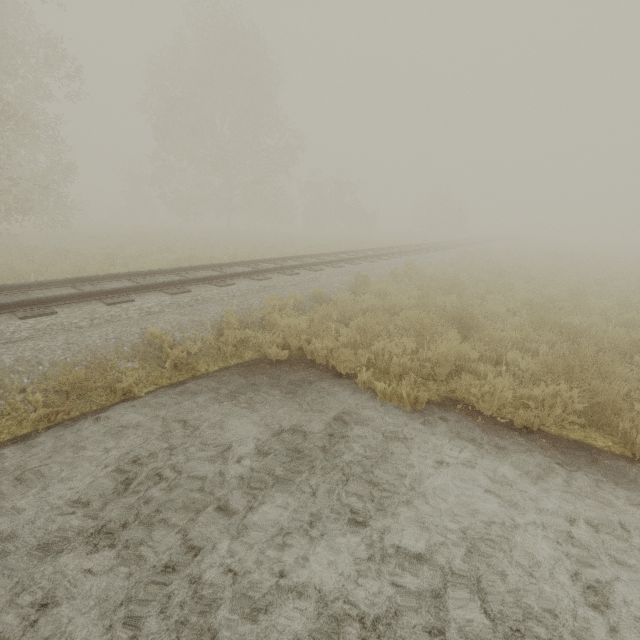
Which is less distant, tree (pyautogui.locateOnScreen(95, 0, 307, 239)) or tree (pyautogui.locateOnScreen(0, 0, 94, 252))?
tree (pyautogui.locateOnScreen(0, 0, 94, 252))

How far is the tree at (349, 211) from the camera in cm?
3744

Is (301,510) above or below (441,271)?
below

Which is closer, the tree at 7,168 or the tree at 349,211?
the tree at 7,168

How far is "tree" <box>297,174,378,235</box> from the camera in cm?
3744

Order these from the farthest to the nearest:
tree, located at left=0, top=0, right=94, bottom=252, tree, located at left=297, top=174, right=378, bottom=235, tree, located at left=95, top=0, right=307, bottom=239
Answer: tree, located at left=297, top=174, right=378, bottom=235, tree, located at left=95, top=0, right=307, bottom=239, tree, located at left=0, top=0, right=94, bottom=252
